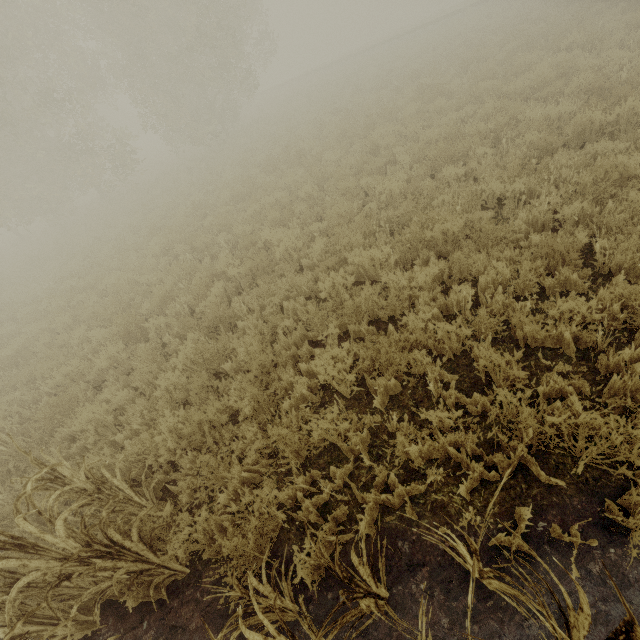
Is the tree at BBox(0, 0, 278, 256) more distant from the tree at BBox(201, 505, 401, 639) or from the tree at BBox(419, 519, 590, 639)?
the tree at BBox(201, 505, 401, 639)

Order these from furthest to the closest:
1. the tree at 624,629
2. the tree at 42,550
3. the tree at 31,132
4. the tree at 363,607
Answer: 1. the tree at 31,132
2. the tree at 42,550
3. the tree at 363,607
4. the tree at 624,629

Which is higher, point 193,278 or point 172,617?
point 193,278

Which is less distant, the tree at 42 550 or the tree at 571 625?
the tree at 571 625

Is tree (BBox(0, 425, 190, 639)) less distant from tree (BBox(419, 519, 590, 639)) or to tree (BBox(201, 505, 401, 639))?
tree (BBox(201, 505, 401, 639))

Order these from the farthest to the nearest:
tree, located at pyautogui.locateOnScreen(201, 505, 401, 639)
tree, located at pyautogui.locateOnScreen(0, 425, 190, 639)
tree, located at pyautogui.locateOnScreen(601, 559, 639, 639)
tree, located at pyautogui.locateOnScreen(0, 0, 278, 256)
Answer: tree, located at pyautogui.locateOnScreen(0, 0, 278, 256)
tree, located at pyautogui.locateOnScreen(0, 425, 190, 639)
tree, located at pyautogui.locateOnScreen(201, 505, 401, 639)
tree, located at pyautogui.locateOnScreen(601, 559, 639, 639)

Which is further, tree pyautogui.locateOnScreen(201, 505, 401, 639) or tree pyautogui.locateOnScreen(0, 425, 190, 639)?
tree pyautogui.locateOnScreen(0, 425, 190, 639)

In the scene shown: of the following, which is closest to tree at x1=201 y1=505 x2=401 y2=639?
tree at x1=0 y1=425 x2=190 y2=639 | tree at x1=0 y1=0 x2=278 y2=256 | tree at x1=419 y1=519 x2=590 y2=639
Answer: tree at x1=419 y1=519 x2=590 y2=639
